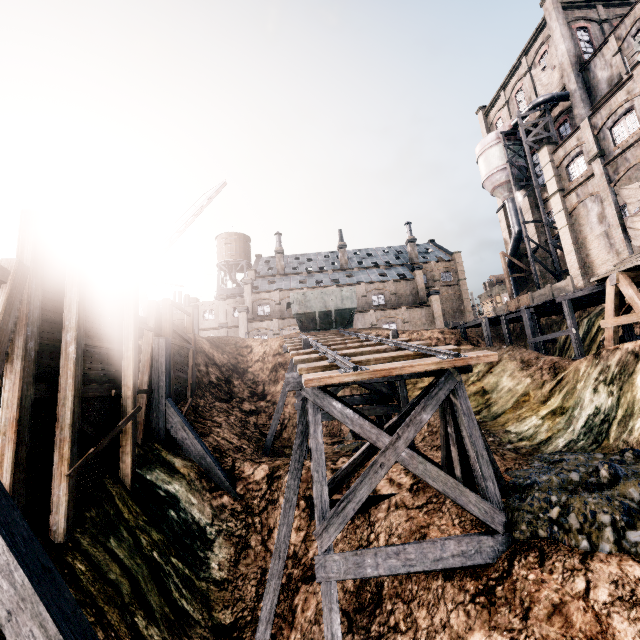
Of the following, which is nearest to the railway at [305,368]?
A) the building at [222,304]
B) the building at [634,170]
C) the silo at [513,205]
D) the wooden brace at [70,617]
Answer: the wooden brace at [70,617]

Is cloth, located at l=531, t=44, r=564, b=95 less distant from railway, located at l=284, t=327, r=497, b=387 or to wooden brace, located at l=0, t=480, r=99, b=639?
railway, located at l=284, t=327, r=497, b=387

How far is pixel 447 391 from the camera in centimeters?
957cm

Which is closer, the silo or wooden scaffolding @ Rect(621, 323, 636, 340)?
wooden scaffolding @ Rect(621, 323, 636, 340)

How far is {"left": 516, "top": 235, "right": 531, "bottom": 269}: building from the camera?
41.2m

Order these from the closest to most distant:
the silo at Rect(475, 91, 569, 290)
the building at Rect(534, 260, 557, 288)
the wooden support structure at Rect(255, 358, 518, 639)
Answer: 1. the wooden support structure at Rect(255, 358, 518, 639)
2. the silo at Rect(475, 91, 569, 290)
3. the building at Rect(534, 260, 557, 288)

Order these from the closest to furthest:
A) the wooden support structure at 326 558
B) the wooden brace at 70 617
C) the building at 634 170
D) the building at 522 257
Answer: the wooden brace at 70 617 < the wooden support structure at 326 558 < the building at 634 170 < the building at 522 257
